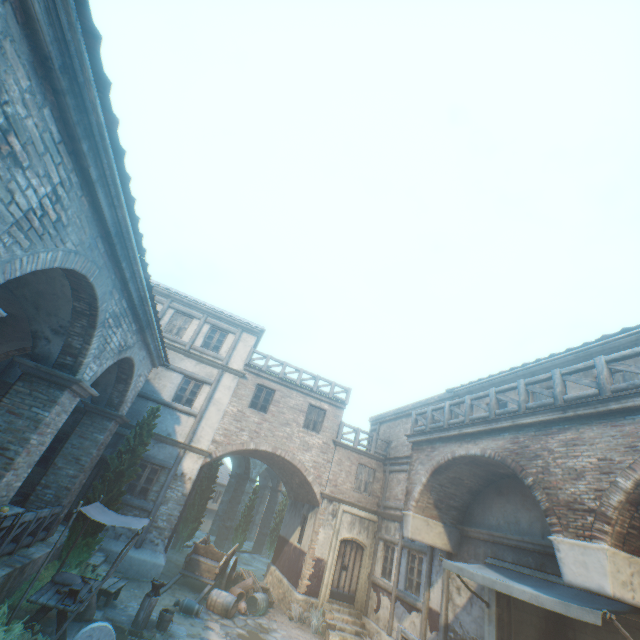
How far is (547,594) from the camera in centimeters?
678cm

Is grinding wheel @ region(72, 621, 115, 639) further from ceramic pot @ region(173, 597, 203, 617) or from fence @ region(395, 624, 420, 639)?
ceramic pot @ region(173, 597, 203, 617)

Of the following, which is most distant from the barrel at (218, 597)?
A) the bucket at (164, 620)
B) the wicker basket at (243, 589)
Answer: the bucket at (164, 620)

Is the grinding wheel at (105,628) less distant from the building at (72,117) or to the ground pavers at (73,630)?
the ground pavers at (73,630)

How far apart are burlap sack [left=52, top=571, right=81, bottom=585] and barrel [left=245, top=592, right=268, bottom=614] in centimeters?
717cm

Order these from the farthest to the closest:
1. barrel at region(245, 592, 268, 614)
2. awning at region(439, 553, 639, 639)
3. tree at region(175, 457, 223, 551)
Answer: tree at region(175, 457, 223, 551) < barrel at region(245, 592, 268, 614) < awning at region(439, 553, 639, 639)

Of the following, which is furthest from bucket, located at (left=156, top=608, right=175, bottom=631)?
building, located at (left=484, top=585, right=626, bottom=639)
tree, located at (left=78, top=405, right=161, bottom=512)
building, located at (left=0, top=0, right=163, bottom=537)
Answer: building, located at (left=484, top=585, right=626, bottom=639)

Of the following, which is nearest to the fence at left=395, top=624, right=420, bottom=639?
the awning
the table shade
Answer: the awning
